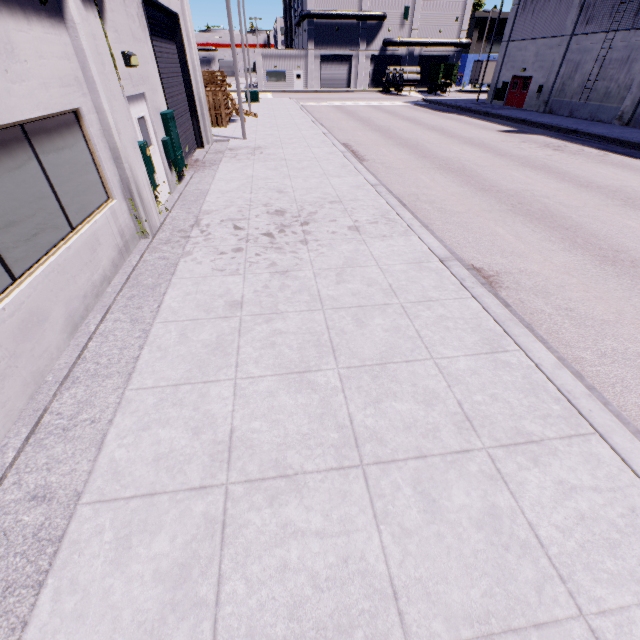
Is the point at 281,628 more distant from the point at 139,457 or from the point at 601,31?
the point at 601,31

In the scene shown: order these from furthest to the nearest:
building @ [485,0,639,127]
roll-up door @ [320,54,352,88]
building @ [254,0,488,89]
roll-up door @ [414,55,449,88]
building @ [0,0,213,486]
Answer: roll-up door @ [414,55,449,88] < roll-up door @ [320,54,352,88] < building @ [254,0,488,89] < building @ [485,0,639,127] < building @ [0,0,213,486]

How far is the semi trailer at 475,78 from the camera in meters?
47.5

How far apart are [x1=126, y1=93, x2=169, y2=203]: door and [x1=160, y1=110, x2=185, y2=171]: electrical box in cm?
82

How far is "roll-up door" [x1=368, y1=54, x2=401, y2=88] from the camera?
50.9 meters

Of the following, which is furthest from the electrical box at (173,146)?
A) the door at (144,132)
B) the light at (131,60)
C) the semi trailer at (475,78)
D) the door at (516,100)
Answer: the door at (516,100)

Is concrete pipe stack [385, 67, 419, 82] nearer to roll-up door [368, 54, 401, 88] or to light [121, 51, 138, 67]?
roll-up door [368, 54, 401, 88]

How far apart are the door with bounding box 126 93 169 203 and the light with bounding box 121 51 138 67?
0.5m
